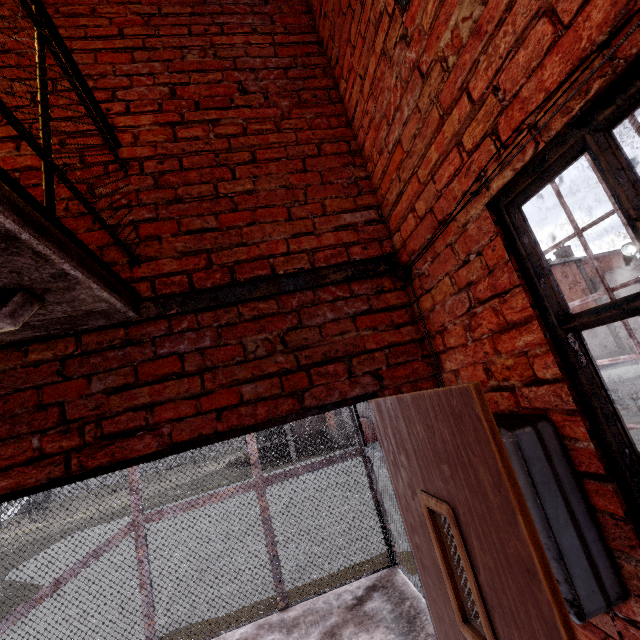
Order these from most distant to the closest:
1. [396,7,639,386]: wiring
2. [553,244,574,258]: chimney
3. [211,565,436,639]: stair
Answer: [553,244,574,258]: chimney, [211,565,436,639]: stair, [396,7,639,386]: wiring

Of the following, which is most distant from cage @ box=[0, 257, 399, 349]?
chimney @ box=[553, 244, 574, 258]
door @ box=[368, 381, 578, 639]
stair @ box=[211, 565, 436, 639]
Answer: chimney @ box=[553, 244, 574, 258]

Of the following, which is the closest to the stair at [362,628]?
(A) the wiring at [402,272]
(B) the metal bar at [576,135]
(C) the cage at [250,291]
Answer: (C) the cage at [250,291]

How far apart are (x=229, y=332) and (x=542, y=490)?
1.5m

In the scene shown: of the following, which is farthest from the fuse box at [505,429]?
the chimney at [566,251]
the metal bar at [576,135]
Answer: the chimney at [566,251]

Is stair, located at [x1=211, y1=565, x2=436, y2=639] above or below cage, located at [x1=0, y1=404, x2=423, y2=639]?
below

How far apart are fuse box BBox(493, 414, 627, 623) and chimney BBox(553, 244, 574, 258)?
37.22m

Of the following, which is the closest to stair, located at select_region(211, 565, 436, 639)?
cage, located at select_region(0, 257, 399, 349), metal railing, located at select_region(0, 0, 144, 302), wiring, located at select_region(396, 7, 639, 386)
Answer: cage, located at select_region(0, 257, 399, 349)
